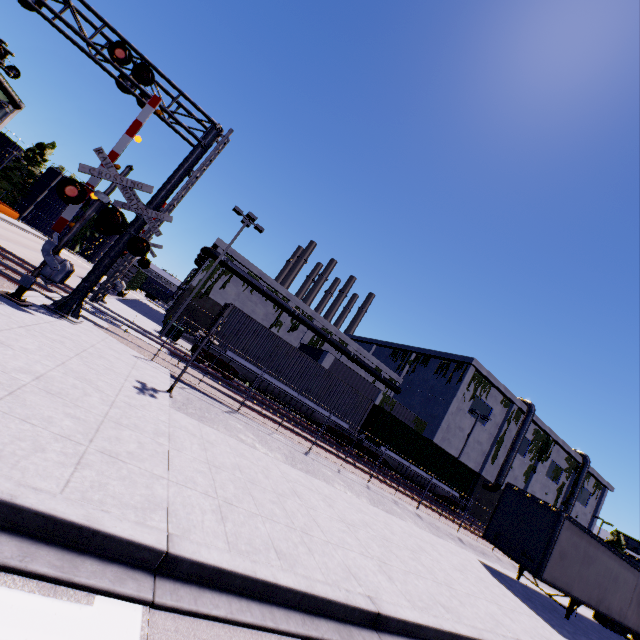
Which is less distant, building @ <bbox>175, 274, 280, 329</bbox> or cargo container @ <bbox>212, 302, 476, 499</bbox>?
cargo container @ <bbox>212, 302, 476, 499</bbox>

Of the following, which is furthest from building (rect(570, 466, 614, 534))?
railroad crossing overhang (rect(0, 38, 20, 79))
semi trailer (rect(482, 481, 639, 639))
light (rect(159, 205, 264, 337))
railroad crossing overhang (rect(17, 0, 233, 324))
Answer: railroad crossing overhang (rect(0, 38, 20, 79))

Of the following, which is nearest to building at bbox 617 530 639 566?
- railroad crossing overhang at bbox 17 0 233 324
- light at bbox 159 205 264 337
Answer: railroad crossing overhang at bbox 17 0 233 324

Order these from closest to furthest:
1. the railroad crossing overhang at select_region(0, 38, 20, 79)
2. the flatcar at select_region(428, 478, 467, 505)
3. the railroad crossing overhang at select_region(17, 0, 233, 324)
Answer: the railroad crossing overhang at select_region(17, 0, 233, 324) → the railroad crossing overhang at select_region(0, 38, 20, 79) → the flatcar at select_region(428, 478, 467, 505)

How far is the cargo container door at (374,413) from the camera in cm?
2358

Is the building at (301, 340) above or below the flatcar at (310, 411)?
above

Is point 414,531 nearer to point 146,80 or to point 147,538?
point 147,538

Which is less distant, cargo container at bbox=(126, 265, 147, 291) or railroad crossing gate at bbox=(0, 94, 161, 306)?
railroad crossing gate at bbox=(0, 94, 161, 306)
